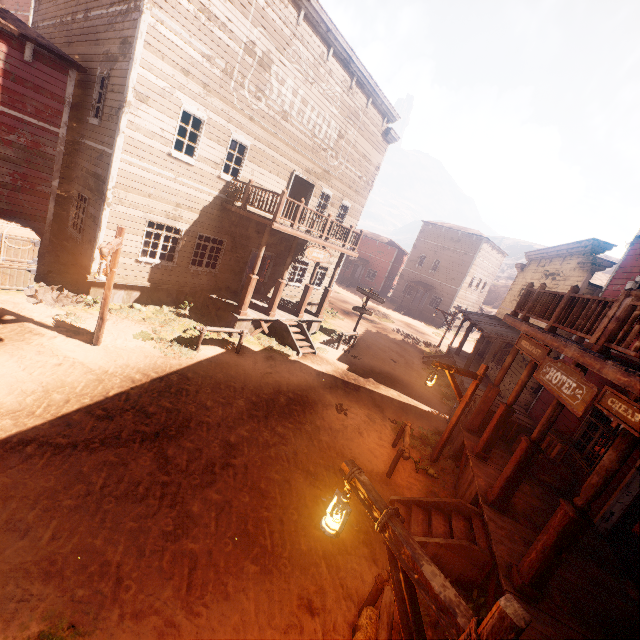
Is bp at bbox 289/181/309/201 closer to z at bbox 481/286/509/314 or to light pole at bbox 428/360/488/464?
z at bbox 481/286/509/314

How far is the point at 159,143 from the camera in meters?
10.5 m

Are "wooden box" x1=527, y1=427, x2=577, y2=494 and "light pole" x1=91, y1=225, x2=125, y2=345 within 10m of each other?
no

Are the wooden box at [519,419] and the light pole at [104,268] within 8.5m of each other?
no

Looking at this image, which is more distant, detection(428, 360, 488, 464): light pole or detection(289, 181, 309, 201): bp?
detection(289, 181, 309, 201): bp

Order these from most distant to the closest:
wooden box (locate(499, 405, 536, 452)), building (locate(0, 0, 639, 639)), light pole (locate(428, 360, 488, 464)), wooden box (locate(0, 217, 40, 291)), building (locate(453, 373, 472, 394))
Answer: building (locate(453, 373, 472, 394)) → wooden box (locate(499, 405, 536, 452)) → wooden box (locate(0, 217, 40, 291)) → light pole (locate(428, 360, 488, 464)) → building (locate(0, 0, 639, 639))

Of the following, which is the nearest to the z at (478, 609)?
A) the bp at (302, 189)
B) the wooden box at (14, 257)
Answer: the wooden box at (14, 257)

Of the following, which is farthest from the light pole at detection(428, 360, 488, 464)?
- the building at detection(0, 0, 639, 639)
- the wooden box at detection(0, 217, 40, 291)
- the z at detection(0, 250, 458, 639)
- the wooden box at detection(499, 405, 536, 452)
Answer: the wooden box at detection(0, 217, 40, 291)
